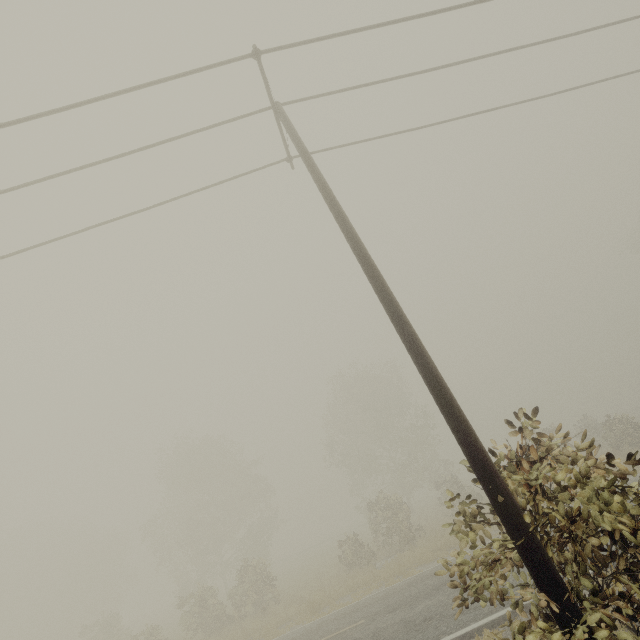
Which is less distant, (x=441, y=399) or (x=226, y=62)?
(x=441, y=399)
